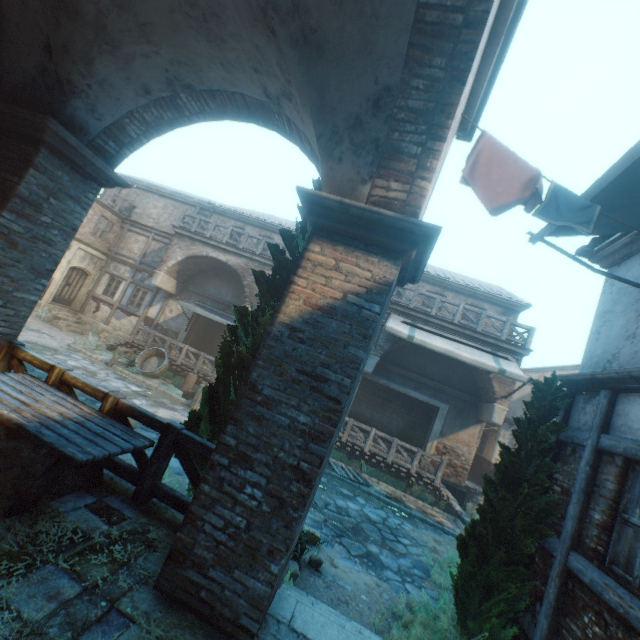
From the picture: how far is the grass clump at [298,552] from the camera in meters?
5.6

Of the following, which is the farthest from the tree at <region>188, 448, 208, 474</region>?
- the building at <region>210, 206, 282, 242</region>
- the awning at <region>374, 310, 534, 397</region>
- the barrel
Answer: the building at <region>210, 206, 282, 242</region>

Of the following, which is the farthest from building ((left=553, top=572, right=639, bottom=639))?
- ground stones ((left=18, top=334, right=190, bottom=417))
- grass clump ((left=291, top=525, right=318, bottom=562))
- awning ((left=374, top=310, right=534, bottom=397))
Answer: grass clump ((left=291, top=525, right=318, bottom=562))

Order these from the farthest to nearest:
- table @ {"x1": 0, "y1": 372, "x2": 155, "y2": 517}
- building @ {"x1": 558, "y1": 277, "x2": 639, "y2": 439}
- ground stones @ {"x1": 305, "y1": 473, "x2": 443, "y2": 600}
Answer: ground stones @ {"x1": 305, "y1": 473, "x2": 443, "y2": 600} < building @ {"x1": 558, "y1": 277, "x2": 639, "y2": 439} < table @ {"x1": 0, "y1": 372, "x2": 155, "y2": 517}

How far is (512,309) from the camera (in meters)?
15.80

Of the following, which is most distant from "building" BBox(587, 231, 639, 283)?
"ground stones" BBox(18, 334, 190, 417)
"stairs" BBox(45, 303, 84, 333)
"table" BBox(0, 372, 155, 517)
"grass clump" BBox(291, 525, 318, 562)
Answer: "table" BBox(0, 372, 155, 517)

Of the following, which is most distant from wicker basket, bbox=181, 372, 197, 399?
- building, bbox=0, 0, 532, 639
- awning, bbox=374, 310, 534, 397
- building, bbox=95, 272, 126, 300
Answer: awning, bbox=374, 310, 534, 397

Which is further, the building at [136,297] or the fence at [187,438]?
the building at [136,297]
